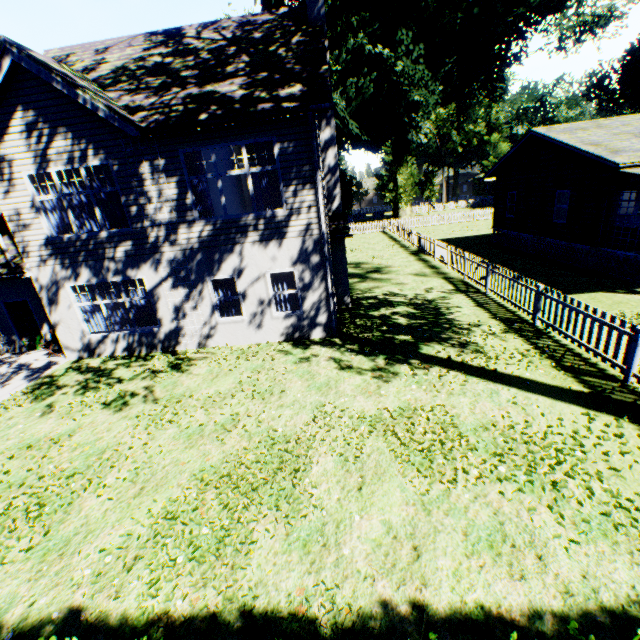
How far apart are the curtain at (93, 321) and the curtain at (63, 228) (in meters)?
2.20

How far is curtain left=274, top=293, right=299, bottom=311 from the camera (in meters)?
11.11

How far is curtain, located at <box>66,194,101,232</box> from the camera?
10.26m

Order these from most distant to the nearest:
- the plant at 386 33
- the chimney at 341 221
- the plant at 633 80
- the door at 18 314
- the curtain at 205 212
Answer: the plant at 633 80, the plant at 386 33, the door at 18 314, the chimney at 341 221, the curtain at 205 212

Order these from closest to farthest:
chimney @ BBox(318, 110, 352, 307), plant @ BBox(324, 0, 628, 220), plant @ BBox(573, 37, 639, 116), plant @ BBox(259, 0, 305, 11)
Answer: chimney @ BBox(318, 110, 352, 307) < plant @ BBox(259, 0, 305, 11) < plant @ BBox(324, 0, 628, 220) < plant @ BBox(573, 37, 639, 116)

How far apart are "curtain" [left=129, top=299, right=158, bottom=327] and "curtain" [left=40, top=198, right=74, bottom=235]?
2.2 meters

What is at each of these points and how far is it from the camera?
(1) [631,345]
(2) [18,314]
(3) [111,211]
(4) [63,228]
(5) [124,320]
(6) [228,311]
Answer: (1) fence, 6.8 meters
(2) door, 12.9 meters
(3) curtain, 10.4 meters
(4) curtain, 10.7 meters
(5) curtain, 11.8 meters
(6) curtain, 11.5 meters

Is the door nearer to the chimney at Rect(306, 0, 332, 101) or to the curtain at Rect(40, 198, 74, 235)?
the curtain at Rect(40, 198, 74, 235)
